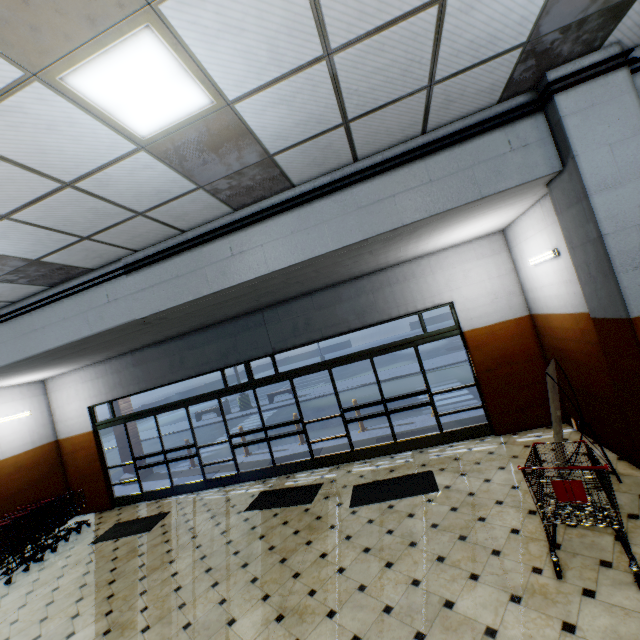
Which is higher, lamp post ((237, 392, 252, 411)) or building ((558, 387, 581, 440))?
lamp post ((237, 392, 252, 411))

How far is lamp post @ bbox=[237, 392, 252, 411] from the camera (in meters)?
19.72

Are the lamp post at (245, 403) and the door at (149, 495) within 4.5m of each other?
no

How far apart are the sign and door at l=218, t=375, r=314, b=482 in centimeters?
477cm

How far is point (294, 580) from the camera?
4.15m

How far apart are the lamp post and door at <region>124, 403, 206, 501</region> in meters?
10.9

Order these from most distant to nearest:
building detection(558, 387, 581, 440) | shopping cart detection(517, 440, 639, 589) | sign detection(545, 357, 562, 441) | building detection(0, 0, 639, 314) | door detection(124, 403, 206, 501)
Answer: door detection(124, 403, 206, 501), building detection(558, 387, 581, 440), sign detection(545, 357, 562, 441), shopping cart detection(517, 440, 639, 589), building detection(0, 0, 639, 314)

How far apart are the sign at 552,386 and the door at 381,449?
2.3m
